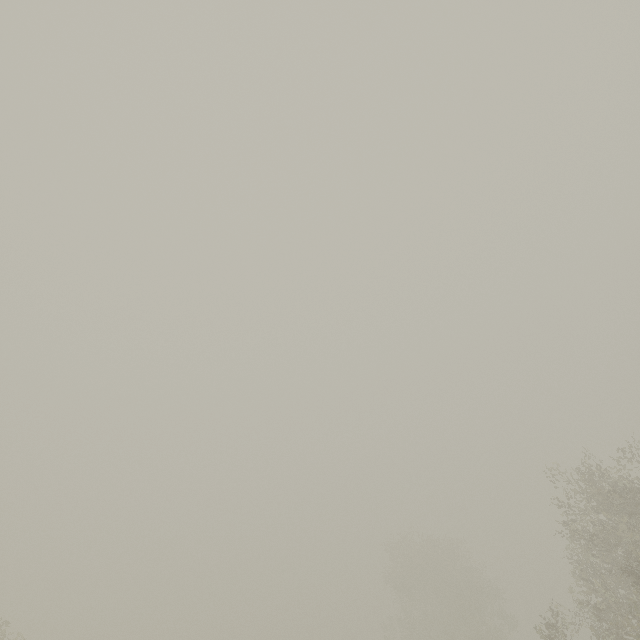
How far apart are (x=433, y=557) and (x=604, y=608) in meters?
27.1
